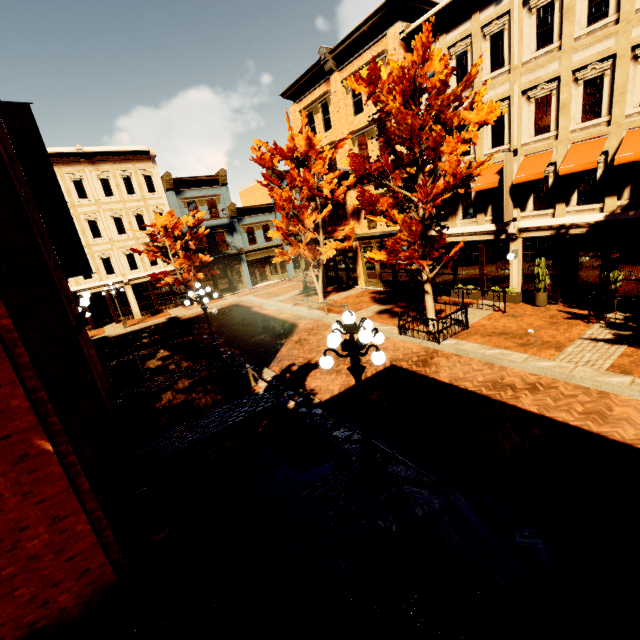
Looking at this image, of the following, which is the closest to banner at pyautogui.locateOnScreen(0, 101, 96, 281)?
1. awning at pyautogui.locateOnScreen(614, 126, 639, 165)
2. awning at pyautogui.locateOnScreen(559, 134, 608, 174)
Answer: awning at pyautogui.locateOnScreen(559, 134, 608, 174)

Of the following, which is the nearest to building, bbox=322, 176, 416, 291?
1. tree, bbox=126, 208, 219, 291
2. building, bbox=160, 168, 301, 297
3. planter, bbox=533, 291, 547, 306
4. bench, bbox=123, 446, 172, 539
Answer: planter, bbox=533, 291, 547, 306

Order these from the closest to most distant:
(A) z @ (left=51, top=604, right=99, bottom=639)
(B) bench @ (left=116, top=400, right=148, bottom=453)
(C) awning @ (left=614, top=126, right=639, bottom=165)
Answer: (A) z @ (left=51, top=604, right=99, bottom=639)
(B) bench @ (left=116, top=400, right=148, bottom=453)
(C) awning @ (left=614, top=126, right=639, bottom=165)

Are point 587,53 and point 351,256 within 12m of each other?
no

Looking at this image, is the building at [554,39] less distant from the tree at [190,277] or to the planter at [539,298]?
the planter at [539,298]

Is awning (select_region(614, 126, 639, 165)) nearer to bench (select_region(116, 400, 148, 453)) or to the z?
bench (select_region(116, 400, 148, 453))

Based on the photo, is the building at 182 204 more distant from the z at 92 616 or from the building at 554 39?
the z at 92 616
